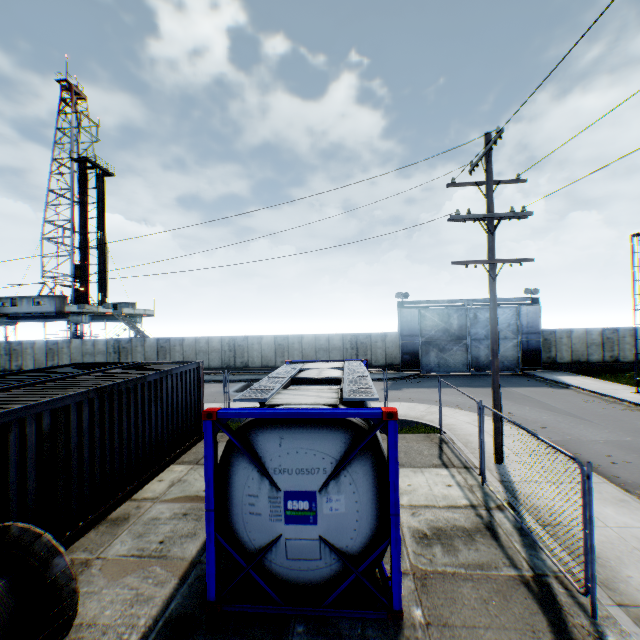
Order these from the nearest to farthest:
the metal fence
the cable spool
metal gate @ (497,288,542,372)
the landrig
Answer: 1. the cable spool
2. the metal fence
3. metal gate @ (497,288,542,372)
4. the landrig

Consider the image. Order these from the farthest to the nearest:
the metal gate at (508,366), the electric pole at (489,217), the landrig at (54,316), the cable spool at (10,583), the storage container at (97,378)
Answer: the landrig at (54,316) < the metal gate at (508,366) < the electric pole at (489,217) < the storage container at (97,378) < the cable spool at (10,583)

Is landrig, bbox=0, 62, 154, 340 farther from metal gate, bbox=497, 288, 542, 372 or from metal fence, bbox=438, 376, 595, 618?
metal fence, bbox=438, 376, 595, 618

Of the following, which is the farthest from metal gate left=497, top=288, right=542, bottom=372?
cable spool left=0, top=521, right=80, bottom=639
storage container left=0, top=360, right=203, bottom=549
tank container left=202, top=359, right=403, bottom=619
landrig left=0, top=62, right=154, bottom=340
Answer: landrig left=0, top=62, right=154, bottom=340

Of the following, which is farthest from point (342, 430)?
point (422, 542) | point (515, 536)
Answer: point (515, 536)

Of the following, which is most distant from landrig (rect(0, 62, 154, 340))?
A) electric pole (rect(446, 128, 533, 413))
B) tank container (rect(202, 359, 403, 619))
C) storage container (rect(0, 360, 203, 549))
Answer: electric pole (rect(446, 128, 533, 413))

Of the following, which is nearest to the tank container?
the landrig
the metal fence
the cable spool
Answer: the cable spool

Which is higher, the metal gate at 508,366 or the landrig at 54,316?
the landrig at 54,316
